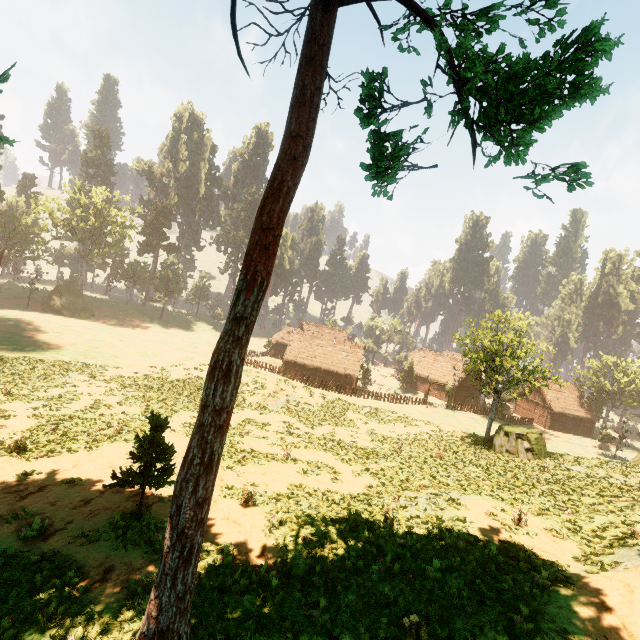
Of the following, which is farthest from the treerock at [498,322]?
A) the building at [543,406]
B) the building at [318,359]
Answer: the building at [543,406]

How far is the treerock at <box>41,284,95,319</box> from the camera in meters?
54.8 m

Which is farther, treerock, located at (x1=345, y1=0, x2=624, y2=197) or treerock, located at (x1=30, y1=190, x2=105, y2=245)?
treerock, located at (x1=30, y1=190, x2=105, y2=245)

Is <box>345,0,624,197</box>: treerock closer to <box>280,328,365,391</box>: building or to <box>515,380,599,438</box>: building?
<box>280,328,365,391</box>: building

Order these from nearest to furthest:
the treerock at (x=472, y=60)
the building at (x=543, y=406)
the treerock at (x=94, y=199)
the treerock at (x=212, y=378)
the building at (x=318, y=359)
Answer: the treerock at (x=472, y=60)
the treerock at (x=212, y=378)
the building at (x=318, y=359)
the building at (x=543, y=406)
the treerock at (x=94, y=199)

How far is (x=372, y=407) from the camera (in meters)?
37.59

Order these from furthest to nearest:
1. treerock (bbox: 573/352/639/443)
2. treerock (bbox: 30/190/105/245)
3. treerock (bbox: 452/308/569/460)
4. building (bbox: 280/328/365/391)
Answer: treerock (bbox: 30/190/105/245) < building (bbox: 280/328/365/391) < treerock (bbox: 573/352/639/443) < treerock (bbox: 452/308/569/460)
